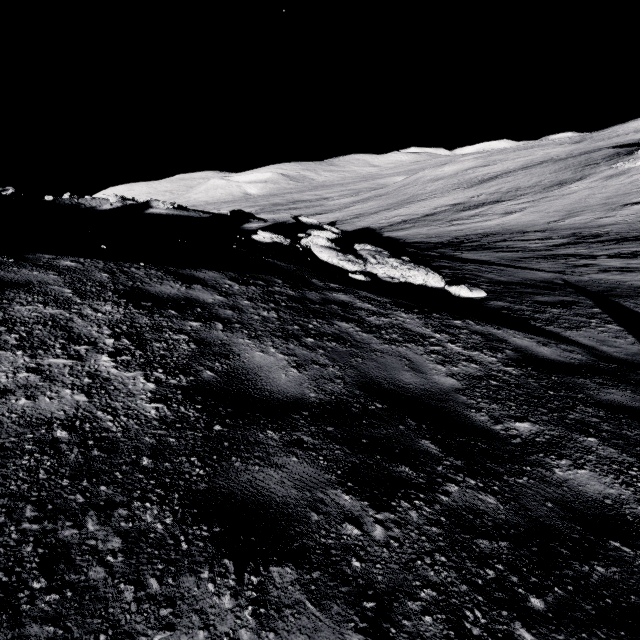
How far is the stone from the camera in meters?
8.5 m

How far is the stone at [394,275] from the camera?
8.5m

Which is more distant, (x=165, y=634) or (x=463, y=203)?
(x=463, y=203)
